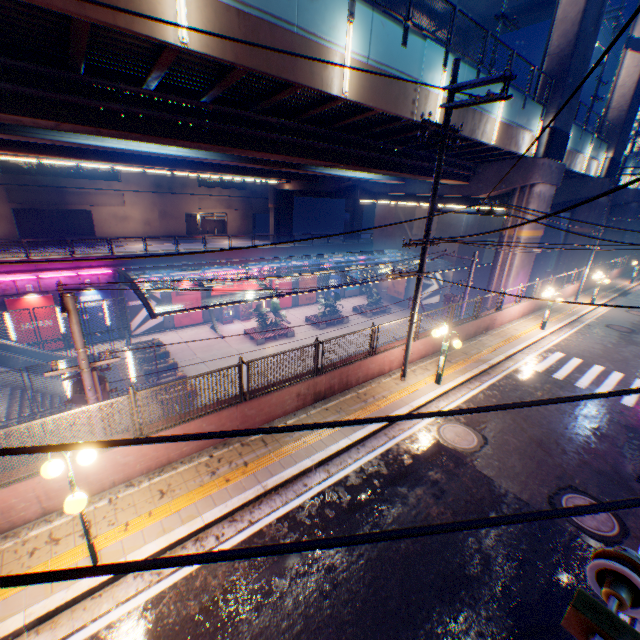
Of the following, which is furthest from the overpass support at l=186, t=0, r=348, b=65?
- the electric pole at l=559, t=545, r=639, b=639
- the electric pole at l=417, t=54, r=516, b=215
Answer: the electric pole at l=417, t=54, r=516, b=215

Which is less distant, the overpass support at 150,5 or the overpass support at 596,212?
the overpass support at 150,5

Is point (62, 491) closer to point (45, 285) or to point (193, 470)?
point (193, 470)

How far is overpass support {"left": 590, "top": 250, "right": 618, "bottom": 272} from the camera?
38.2m

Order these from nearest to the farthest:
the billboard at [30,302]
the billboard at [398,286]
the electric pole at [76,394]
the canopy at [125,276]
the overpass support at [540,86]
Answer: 1. the electric pole at [76,394]
2. the canopy at [125,276]
3. the overpass support at [540,86]
4. the billboard at [30,302]
5. the billboard at [398,286]

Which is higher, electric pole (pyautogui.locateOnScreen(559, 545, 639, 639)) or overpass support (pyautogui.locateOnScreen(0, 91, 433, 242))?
overpass support (pyautogui.locateOnScreen(0, 91, 433, 242))

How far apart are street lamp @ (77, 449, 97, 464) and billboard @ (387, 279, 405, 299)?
36.83m

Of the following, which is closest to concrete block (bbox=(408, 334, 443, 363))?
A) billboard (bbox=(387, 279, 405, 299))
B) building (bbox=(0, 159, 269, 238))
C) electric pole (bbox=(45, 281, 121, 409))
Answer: electric pole (bbox=(45, 281, 121, 409))
